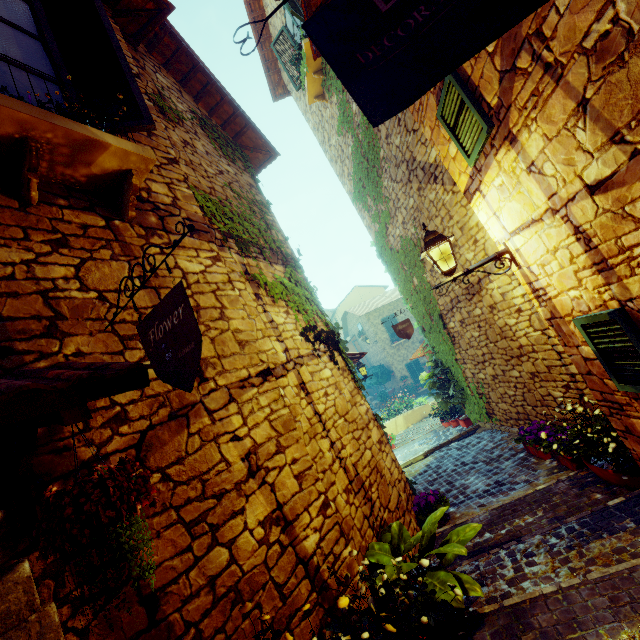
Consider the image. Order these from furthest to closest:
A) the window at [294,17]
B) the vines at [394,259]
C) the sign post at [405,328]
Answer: the sign post at [405,328] < the vines at [394,259] < the window at [294,17]

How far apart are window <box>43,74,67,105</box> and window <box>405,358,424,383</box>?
22.5 meters

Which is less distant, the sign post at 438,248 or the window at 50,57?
the window at 50,57

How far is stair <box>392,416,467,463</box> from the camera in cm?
848

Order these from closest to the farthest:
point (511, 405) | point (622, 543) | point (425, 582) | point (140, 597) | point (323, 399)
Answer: point (140, 597) < point (425, 582) < point (622, 543) < point (323, 399) < point (511, 405)

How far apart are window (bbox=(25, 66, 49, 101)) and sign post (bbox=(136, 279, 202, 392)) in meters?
1.7 m

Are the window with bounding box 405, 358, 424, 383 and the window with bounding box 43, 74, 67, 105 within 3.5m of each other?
no

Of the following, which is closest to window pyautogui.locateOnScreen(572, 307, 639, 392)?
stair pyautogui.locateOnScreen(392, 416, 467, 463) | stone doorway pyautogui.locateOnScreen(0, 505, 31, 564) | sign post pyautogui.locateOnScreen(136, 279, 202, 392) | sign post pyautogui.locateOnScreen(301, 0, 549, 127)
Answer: sign post pyautogui.locateOnScreen(301, 0, 549, 127)
